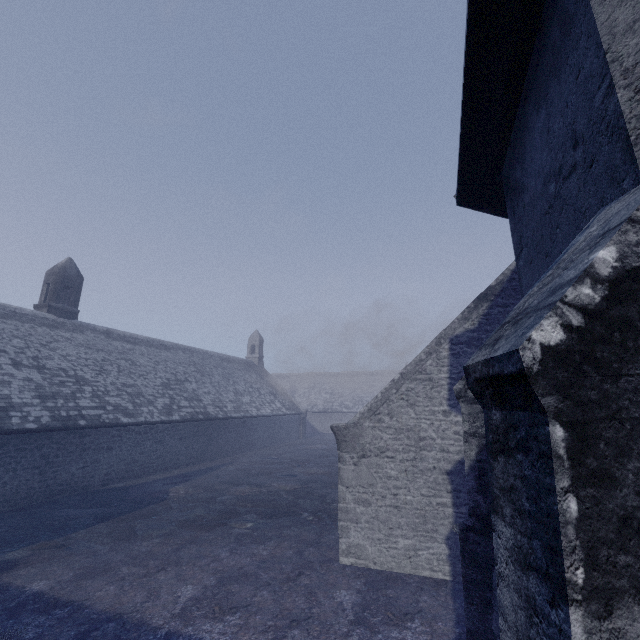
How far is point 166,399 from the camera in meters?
20.6
